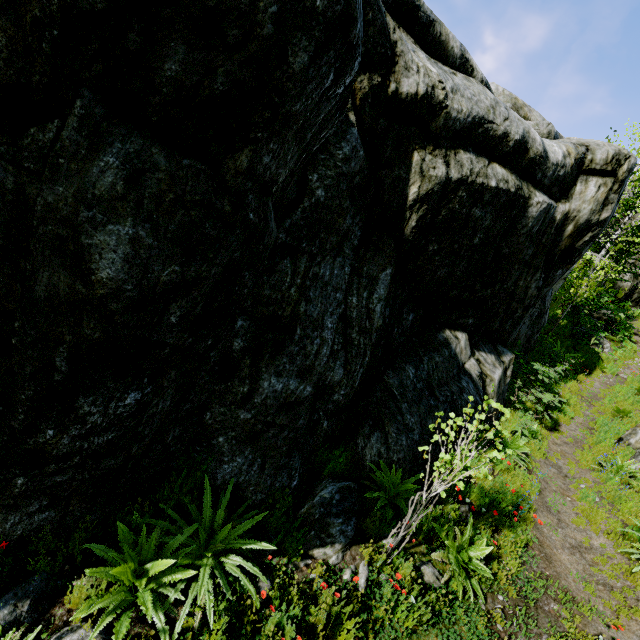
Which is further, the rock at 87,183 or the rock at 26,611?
the rock at 26,611

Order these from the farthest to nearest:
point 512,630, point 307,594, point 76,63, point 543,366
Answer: point 543,366 → point 512,630 → point 307,594 → point 76,63

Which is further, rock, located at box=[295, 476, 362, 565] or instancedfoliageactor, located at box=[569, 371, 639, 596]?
instancedfoliageactor, located at box=[569, 371, 639, 596]

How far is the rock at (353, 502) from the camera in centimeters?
432cm

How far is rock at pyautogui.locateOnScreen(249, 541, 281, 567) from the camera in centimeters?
401cm
